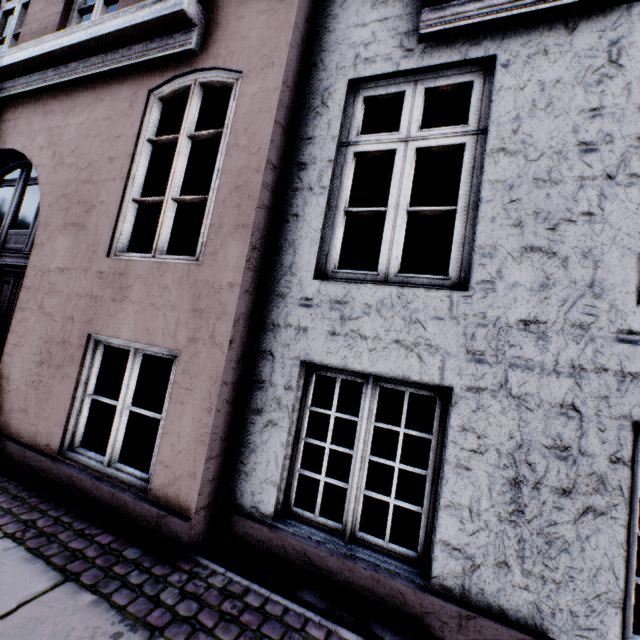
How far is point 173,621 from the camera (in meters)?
1.67
